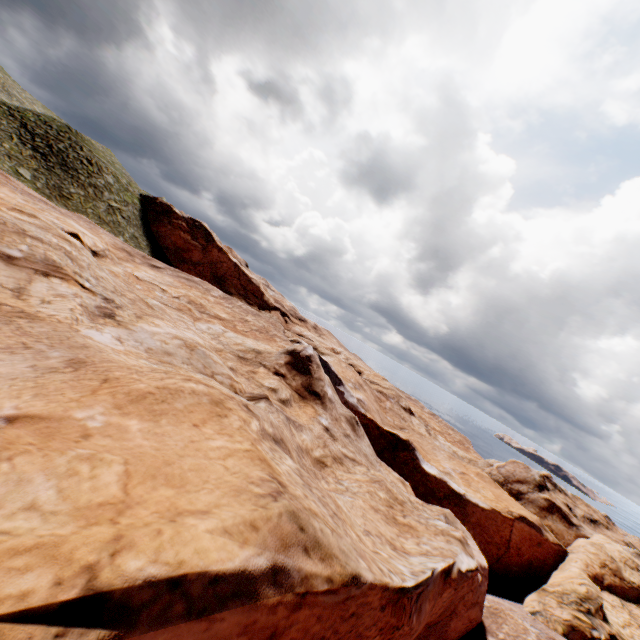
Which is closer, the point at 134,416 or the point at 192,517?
the point at 192,517
